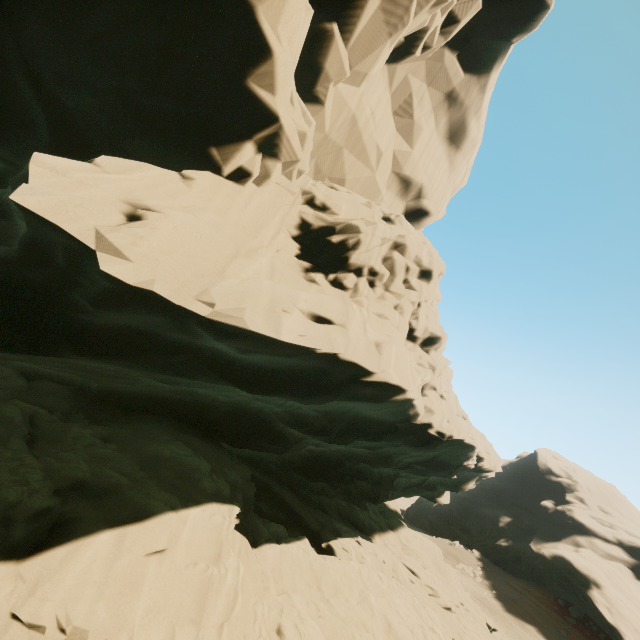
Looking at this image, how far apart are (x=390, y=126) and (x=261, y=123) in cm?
1301
